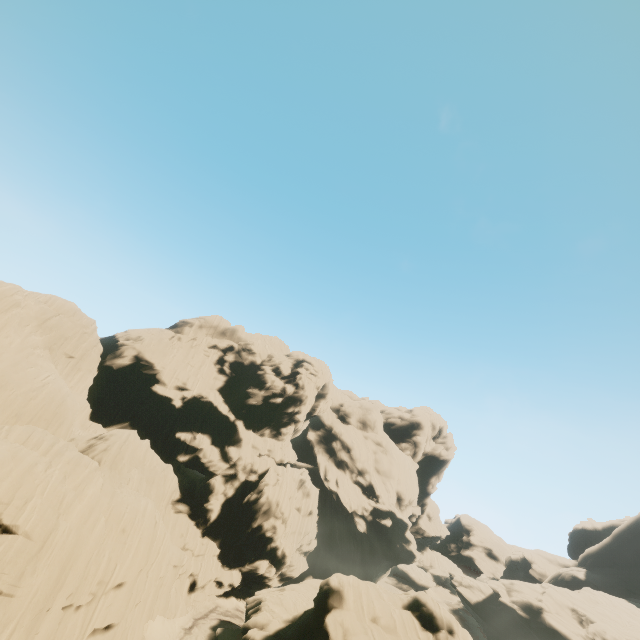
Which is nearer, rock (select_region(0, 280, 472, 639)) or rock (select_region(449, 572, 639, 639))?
rock (select_region(0, 280, 472, 639))

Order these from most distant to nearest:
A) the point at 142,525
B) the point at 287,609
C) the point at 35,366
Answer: the point at 35,366
the point at 287,609
the point at 142,525

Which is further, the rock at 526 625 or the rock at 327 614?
the rock at 526 625
